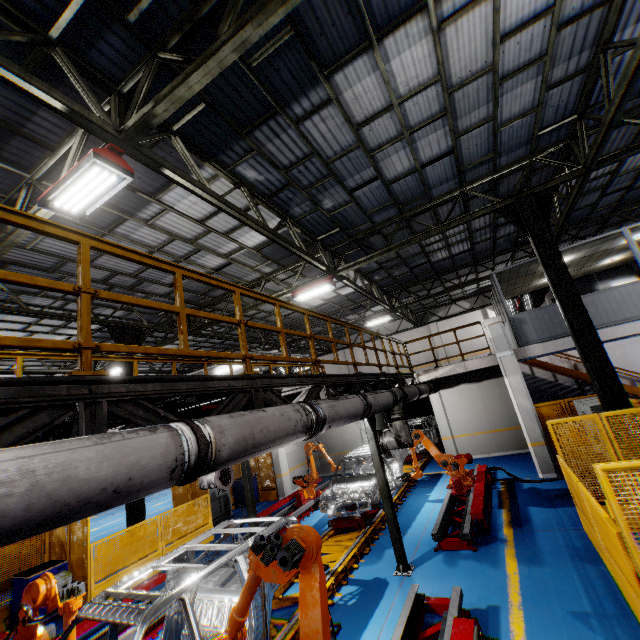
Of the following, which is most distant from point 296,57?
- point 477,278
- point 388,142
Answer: point 477,278

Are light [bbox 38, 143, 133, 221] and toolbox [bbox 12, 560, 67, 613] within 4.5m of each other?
no

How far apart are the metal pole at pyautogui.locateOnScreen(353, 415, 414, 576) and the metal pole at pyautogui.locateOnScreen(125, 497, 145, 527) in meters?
7.8 m

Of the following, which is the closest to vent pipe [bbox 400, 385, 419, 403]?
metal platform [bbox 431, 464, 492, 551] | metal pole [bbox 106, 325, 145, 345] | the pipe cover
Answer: metal platform [bbox 431, 464, 492, 551]

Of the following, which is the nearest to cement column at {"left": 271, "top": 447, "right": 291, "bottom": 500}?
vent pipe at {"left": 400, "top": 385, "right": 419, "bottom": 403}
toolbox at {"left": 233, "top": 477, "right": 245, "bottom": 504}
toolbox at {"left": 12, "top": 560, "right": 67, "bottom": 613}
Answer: toolbox at {"left": 233, "top": 477, "right": 245, "bottom": 504}

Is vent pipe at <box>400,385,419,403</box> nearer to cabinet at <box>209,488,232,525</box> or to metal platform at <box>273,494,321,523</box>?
metal platform at <box>273,494,321,523</box>

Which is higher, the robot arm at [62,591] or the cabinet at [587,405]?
the cabinet at [587,405]

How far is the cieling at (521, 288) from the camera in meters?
12.3 m
